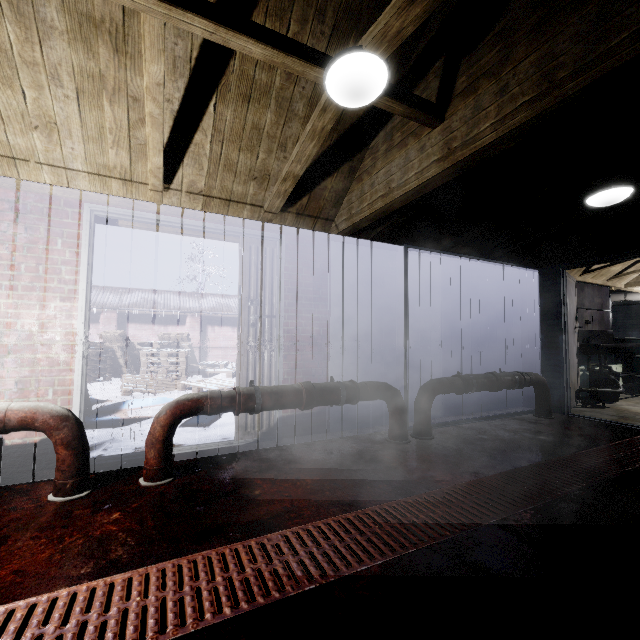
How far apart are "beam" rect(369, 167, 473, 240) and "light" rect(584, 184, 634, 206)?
0.01m

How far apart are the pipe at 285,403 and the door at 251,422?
0.4 meters

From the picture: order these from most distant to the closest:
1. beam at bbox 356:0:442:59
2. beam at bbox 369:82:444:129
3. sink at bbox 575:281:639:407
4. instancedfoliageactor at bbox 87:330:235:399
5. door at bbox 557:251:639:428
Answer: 1. instancedfoliageactor at bbox 87:330:235:399
2. sink at bbox 575:281:639:407
3. door at bbox 557:251:639:428
4. beam at bbox 369:82:444:129
5. beam at bbox 356:0:442:59

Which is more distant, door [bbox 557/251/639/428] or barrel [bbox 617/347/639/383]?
barrel [bbox 617/347/639/383]

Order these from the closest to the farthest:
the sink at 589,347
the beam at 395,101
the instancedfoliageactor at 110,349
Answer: the beam at 395,101 < the sink at 589,347 < the instancedfoliageactor at 110,349

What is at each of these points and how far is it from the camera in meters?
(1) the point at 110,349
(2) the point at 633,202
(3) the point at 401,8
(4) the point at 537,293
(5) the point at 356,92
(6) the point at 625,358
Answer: (1) instancedfoliageactor, 8.4
(2) beam, 3.1
(3) beam, 1.2
(4) door, 4.5
(5) light, 1.6
(6) barrel, 5.9

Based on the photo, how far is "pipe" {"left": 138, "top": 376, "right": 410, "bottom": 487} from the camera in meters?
2.1

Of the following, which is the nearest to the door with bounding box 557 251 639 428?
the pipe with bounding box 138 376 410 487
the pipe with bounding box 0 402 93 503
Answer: the pipe with bounding box 138 376 410 487
